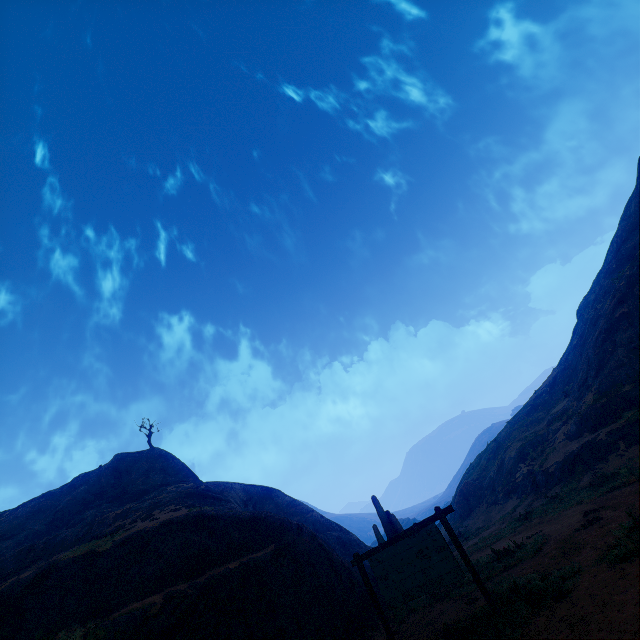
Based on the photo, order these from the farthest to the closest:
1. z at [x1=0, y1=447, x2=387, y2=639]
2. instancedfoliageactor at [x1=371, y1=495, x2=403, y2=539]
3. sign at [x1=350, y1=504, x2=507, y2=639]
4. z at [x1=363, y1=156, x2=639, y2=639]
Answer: instancedfoliageactor at [x1=371, y1=495, x2=403, y2=539]
z at [x1=0, y1=447, x2=387, y2=639]
sign at [x1=350, y1=504, x2=507, y2=639]
z at [x1=363, y1=156, x2=639, y2=639]

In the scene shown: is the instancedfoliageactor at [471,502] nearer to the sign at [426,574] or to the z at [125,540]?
the z at [125,540]

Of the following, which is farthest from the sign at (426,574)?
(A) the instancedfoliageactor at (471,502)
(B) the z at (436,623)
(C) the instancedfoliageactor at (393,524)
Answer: (A) the instancedfoliageactor at (471,502)

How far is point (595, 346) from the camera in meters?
25.4

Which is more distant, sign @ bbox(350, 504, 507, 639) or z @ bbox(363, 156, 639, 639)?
sign @ bbox(350, 504, 507, 639)

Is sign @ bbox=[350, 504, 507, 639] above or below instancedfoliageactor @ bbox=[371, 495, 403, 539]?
below

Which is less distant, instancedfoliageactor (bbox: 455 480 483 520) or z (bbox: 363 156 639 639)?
z (bbox: 363 156 639 639)

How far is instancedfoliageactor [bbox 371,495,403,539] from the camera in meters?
15.5
